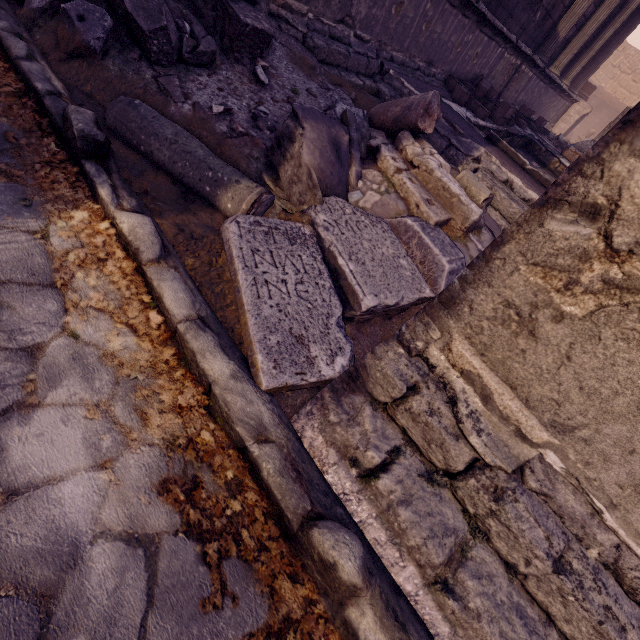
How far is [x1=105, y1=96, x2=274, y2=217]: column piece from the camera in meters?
2.1

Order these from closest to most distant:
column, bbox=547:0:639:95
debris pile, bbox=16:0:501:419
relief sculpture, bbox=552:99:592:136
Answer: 1. debris pile, bbox=16:0:501:419
2. column, bbox=547:0:639:95
3. relief sculpture, bbox=552:99:592:136

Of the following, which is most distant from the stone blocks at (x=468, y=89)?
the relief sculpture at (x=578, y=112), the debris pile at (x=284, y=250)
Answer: the relief sculpture at (x=578, y=112)

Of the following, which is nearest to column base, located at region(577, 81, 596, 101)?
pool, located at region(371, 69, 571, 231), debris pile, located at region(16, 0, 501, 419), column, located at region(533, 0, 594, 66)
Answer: column, located at region(533, 0, 594, 66)

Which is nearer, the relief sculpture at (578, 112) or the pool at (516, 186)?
the pool at (516, 186)

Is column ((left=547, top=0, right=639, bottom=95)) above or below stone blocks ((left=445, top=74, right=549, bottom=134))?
above

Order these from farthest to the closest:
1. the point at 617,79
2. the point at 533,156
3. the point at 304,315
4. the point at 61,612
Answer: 1. the point at 617,79
2. the point at 533,156
3. the point at 304,315
4. the point at 61,612

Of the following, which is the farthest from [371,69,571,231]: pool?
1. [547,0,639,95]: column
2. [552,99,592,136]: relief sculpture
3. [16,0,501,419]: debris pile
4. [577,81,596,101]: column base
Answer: [577,81,596,101]: column base
